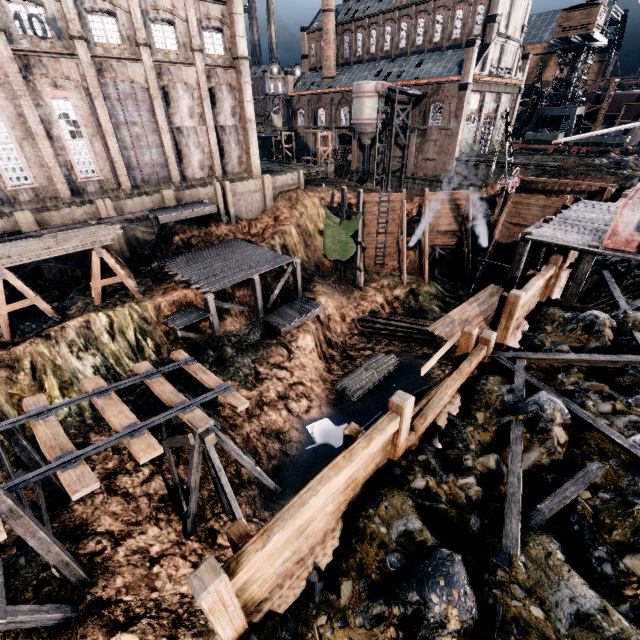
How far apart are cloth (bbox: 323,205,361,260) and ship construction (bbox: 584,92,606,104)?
60.42m

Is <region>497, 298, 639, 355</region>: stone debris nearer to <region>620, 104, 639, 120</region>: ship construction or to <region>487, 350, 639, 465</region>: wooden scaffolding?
<region>487, 350, 639, 465</region>: wooden scaffolding

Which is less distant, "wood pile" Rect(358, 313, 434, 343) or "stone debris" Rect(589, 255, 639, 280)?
"stone debris" Rect(589, 255, 639, 280)

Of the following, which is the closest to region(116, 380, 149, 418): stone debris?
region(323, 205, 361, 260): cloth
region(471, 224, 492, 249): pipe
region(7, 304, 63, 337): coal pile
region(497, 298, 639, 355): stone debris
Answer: region(7, 304, 63, 337): coal pile

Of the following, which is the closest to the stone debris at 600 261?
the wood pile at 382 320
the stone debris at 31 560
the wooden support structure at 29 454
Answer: the wood pile at 382 320

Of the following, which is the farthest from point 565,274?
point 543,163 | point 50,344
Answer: point 543,163

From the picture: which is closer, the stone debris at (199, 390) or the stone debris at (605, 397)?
the stone debris at (605, 397)

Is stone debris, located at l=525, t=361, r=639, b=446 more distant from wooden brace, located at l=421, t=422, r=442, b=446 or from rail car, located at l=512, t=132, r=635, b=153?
rail car, located at l=512, t=132, r=635, b=153
